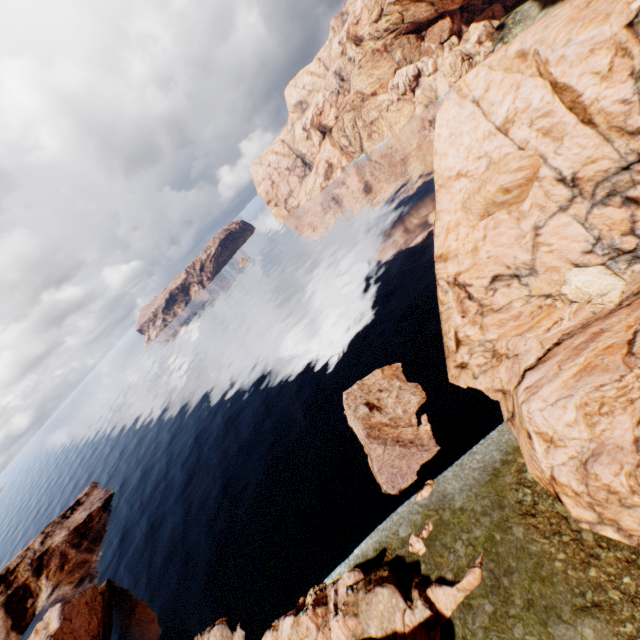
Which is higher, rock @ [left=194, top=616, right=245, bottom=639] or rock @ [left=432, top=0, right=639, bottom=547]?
rock @ [left=432, top=0, right=639, bottom=547]

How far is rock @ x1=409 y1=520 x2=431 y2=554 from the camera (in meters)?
22.31

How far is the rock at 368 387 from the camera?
28.2m

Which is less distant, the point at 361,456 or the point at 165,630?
the point at 361,456

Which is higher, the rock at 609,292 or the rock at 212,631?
the rock at 609,292

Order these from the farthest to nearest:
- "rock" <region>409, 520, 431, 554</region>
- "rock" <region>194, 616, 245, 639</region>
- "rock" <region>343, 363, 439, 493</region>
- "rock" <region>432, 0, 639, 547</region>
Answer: "rock" <region>194, 616, 245, 639</region>, "rock" <region>343, 363, 439, 493</region>, "rock" <region>409, 520, 431, 554</region>, "rock" <region>432, 0, 639, 547</region>
